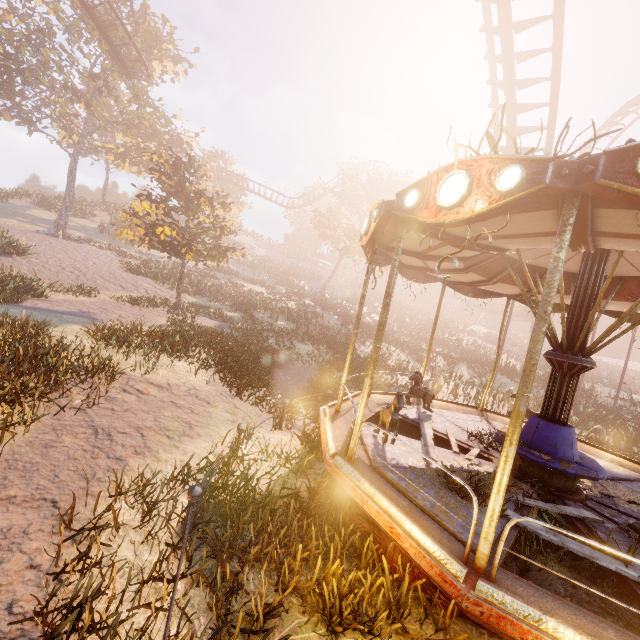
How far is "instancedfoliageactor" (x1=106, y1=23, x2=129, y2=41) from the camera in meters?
21.5 m

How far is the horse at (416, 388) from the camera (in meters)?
7.70

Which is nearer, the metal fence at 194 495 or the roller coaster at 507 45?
the metal fence at 194 495

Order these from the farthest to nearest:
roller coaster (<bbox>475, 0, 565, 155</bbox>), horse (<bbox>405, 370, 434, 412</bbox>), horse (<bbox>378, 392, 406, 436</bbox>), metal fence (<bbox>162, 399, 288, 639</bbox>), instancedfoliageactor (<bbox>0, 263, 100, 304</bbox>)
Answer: instancedfoliageactor (<bbox>0, 263, 100, 304</bbox>), roller coaster (<bbox>475, 0, 565, 155</bbox>), horse (<bbox>405, 370, 434, 412</bbox>), horse (<bbox>378, 392, 406, 436</bbox>), metal fence (<bbox>162, 399, 288, 639</bbox>)

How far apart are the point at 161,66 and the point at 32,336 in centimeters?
3084cm

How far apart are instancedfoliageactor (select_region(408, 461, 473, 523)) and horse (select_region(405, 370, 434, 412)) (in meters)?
2.08

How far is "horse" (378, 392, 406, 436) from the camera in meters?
5.0

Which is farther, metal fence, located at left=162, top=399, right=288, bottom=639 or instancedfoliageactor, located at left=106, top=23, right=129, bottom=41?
instancedfoliageactor, located at left=106, top=23, right=129, bottom=41
